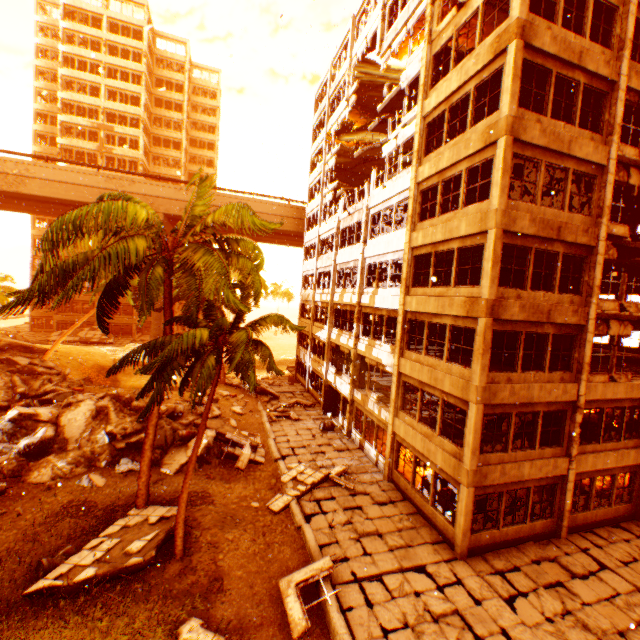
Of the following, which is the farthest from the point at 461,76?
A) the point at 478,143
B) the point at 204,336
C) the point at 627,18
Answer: the point at 204,336

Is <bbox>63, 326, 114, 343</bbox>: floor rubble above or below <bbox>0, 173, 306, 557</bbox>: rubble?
below

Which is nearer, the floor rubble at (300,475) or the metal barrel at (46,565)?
the metal barrel at (46,565)

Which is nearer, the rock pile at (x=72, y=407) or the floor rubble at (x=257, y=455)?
→ the rock pile at (x=72, y=407)

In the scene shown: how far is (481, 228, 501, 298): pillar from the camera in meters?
10.8

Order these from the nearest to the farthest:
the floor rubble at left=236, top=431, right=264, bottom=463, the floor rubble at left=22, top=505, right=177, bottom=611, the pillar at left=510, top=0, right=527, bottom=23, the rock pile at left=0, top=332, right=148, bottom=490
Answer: the floor rubble at left=22, top=505, right=177, bottom=611 → the pillar at left=510, top=0, right=527, bottom=23 → the rock pile at left=0, top=332, right=148, bottom=490 → the floor rubble at left=236, top=431, right=264, bottom=463

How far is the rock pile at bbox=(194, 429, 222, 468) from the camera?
15.7m
